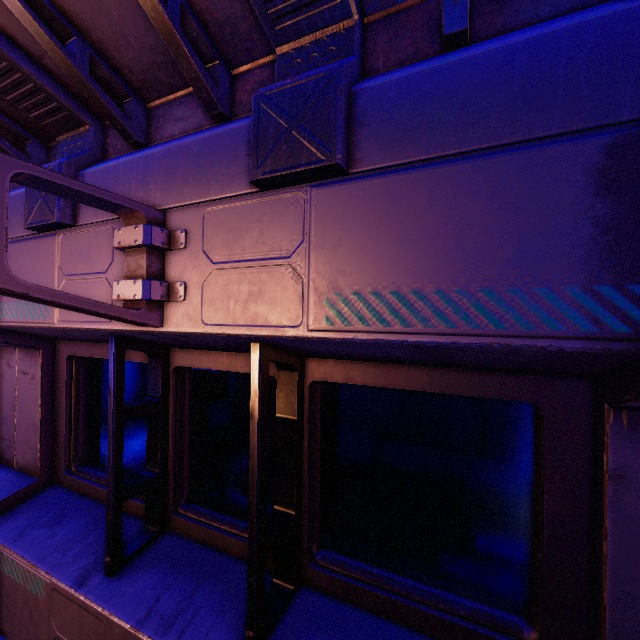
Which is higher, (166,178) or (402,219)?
A: (166,178)
